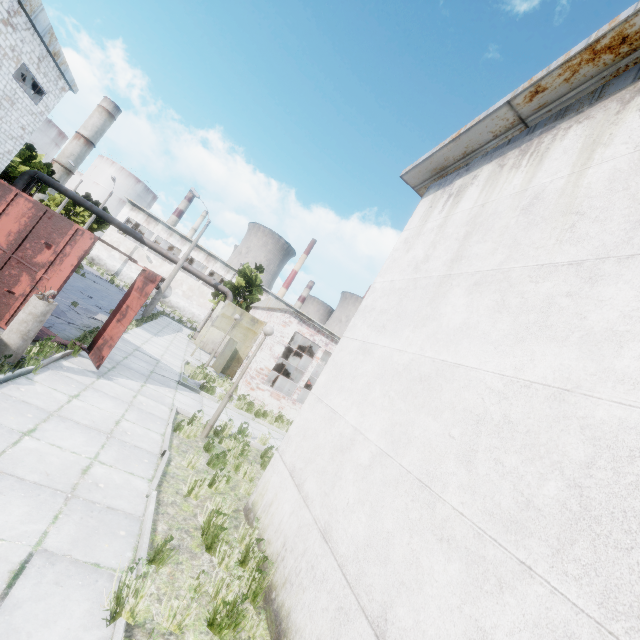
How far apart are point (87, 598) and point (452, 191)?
7.82m

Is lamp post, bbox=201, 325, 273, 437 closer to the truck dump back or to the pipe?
the truck dump back

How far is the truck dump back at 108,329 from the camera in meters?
8.8 m

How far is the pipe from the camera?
23.6 meters

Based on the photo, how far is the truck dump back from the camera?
8.8 meters

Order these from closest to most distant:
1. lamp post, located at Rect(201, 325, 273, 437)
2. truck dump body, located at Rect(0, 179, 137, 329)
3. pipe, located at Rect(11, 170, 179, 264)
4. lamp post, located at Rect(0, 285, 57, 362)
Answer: lamp post, located at Rect(0, 285, 57, 362)
truck dump body, located at Rect(0, 179, 137, 329)
lamp post, located at Rect(201, 325, 273, 437)
pipe, located at Rect(11, 170, 179, 264)

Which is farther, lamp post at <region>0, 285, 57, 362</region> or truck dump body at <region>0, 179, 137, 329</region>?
truck dump body at <region>0, 179, 137, 329</region>

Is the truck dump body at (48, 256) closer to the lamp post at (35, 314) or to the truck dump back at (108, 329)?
the truck dump back at (108, 329)
